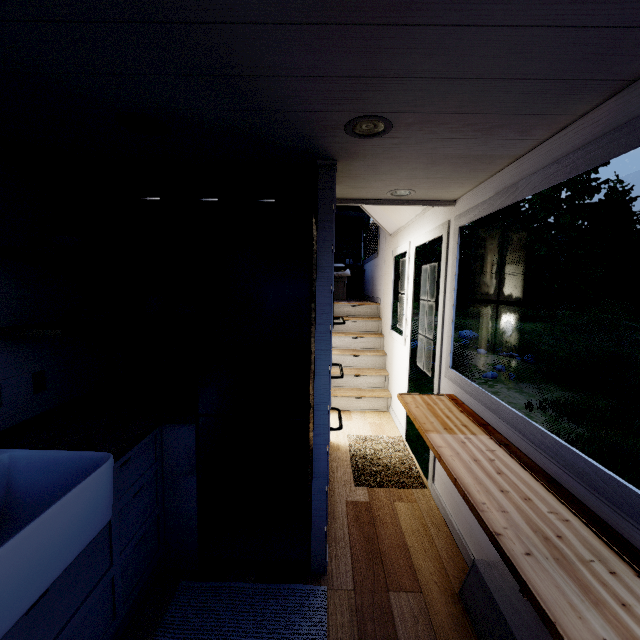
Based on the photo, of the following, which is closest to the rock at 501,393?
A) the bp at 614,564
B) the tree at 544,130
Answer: the tree at 544,130

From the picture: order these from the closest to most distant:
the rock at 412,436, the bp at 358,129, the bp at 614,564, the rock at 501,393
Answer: the bp at 614,564 < the bp at 358,129 < the rock at 412,436 < the rock at 501,393

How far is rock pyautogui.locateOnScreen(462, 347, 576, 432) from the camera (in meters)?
7.69

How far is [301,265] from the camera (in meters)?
1.90

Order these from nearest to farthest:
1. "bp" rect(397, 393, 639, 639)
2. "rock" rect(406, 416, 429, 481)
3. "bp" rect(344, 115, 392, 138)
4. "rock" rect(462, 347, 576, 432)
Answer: "bp" rect(397, 393, 639, 639) → "bp" rect(344, 115, 392, 138) → "rock" rect(406, 416, 429, 481) → "rock" rect(462, 347, 576, 432)

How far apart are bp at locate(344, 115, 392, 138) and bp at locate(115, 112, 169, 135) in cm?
86

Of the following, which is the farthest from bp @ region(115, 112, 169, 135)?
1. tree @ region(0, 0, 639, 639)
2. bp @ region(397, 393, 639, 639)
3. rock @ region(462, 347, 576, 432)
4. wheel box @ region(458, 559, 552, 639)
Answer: rock @ region(462, 347, 576, 432)

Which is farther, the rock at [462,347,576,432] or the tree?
the rock at [462,347,576,432]
